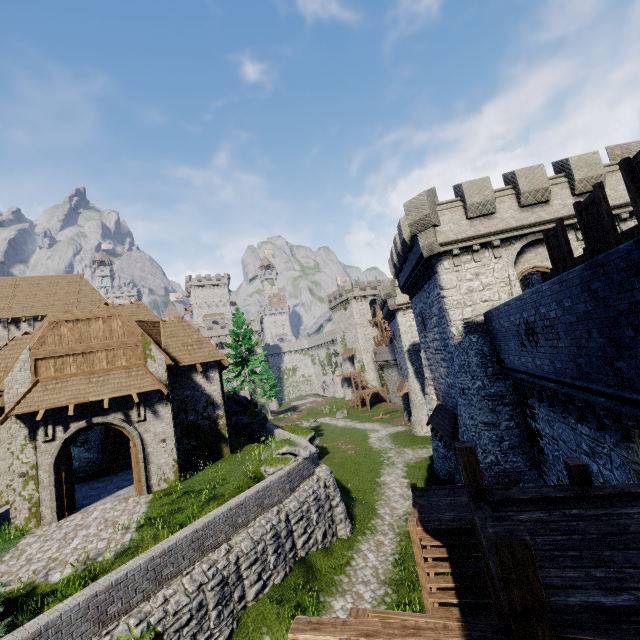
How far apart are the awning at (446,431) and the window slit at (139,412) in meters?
15.6 m

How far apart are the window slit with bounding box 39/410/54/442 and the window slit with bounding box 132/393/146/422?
3.0m

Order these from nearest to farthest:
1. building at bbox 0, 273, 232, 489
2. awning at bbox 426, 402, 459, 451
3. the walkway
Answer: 1. the walkway
2. building at bbox 0, 273, 232, 489
3. awning at bbox 426, 402, 459, 451

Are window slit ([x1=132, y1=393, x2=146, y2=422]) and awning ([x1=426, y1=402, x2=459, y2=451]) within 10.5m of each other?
no

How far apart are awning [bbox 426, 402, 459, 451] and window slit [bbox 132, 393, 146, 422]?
15.57m

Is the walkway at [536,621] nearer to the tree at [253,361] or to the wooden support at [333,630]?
the wooden support at [333,630]

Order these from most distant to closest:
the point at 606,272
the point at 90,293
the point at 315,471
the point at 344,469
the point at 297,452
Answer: the point at 90,293, the point at 344,469, the point at 315,471, the point at 297,452, the point at 606,272

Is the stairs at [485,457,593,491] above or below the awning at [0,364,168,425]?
below
